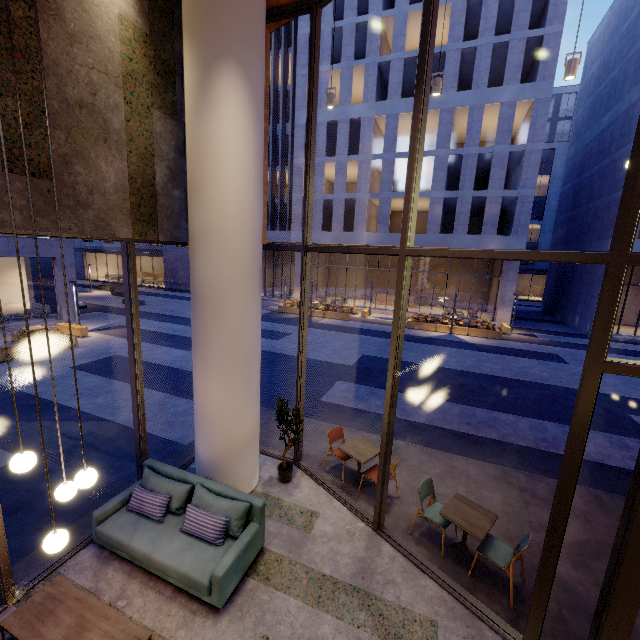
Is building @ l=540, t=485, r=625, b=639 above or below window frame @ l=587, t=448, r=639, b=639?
below

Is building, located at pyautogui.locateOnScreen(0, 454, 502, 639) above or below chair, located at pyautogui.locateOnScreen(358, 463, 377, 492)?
below

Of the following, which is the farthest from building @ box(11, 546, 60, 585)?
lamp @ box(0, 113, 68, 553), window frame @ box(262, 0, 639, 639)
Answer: lamp @ box(0, 113, 68, 553)

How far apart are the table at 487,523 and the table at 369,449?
1.49m

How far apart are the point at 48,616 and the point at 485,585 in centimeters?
554cm

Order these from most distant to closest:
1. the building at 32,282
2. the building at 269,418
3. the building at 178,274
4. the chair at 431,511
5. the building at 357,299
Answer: the building at 178,274 < the building at 357,299 < the building at 32,282 < the building at 269,418 < the chair at 431,511

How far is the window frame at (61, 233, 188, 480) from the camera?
4.9 meters

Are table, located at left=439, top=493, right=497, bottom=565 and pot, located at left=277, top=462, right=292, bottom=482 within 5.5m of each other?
yes
